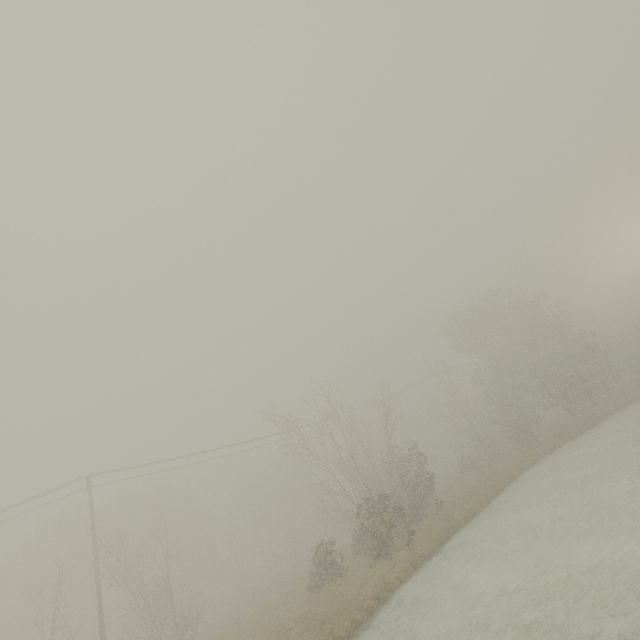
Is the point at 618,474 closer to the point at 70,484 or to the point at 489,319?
the point at 489,319
